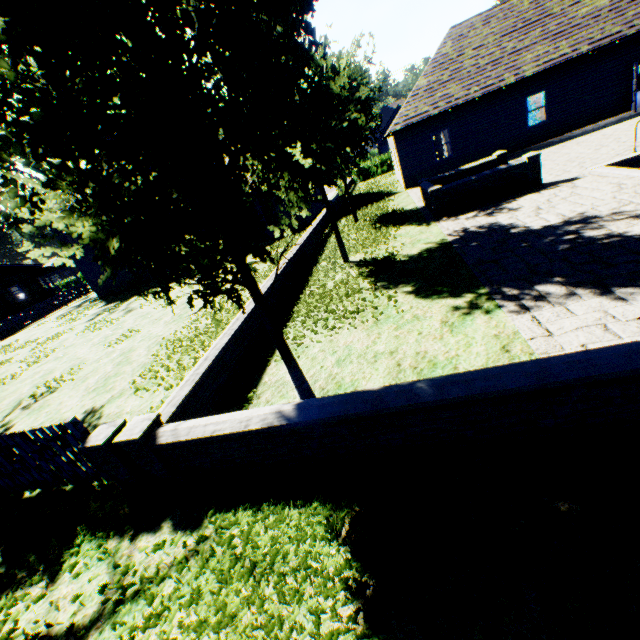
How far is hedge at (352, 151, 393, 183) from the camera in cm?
3641

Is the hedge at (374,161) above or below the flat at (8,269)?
below

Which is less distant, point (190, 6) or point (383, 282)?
point (190, 6)

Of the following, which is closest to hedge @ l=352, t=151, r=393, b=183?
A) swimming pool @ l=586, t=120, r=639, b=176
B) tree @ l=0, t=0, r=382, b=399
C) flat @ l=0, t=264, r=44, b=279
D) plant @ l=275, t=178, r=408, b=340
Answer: A: tree @ l=0, t=0, r=382, b=399

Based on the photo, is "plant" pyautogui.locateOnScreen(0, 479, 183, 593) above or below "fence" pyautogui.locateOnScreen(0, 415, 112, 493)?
below

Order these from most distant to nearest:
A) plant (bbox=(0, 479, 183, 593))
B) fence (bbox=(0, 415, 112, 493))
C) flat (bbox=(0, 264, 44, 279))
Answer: flat (bbox=(0, 264, 44, 279)) < fence (bbox=(0, 415, 112, 493)) < plant (bbox=(0, 479, 183, 593))

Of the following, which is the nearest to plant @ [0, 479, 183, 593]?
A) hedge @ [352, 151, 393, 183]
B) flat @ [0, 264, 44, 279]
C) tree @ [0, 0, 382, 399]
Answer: tree @ [0, 0, 382, 399]

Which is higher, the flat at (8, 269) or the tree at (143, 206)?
the flat at (8, 269)
